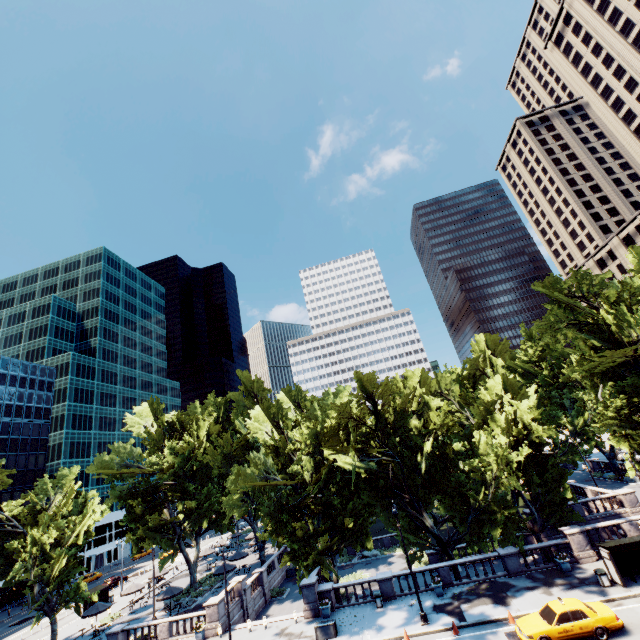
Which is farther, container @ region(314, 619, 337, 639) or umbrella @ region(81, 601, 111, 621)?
umbrella @ region(81, 601, 111, 621)

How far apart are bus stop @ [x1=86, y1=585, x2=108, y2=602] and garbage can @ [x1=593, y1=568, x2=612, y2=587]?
56.6m

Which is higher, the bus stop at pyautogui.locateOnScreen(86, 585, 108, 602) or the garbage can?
the bus stop at pyautogui.locateOnScreen(86, 585, 108, 602)

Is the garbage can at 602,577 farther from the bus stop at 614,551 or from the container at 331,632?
the container at 331,632

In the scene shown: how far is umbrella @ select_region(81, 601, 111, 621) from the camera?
34.34m

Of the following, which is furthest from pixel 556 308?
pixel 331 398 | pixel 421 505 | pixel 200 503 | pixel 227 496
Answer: pixel 200 503

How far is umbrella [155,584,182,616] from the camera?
34.0m

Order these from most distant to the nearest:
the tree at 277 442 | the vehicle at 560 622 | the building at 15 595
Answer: the building at 15 595 < the tree at 277 442 < the vehicle at 560 622
